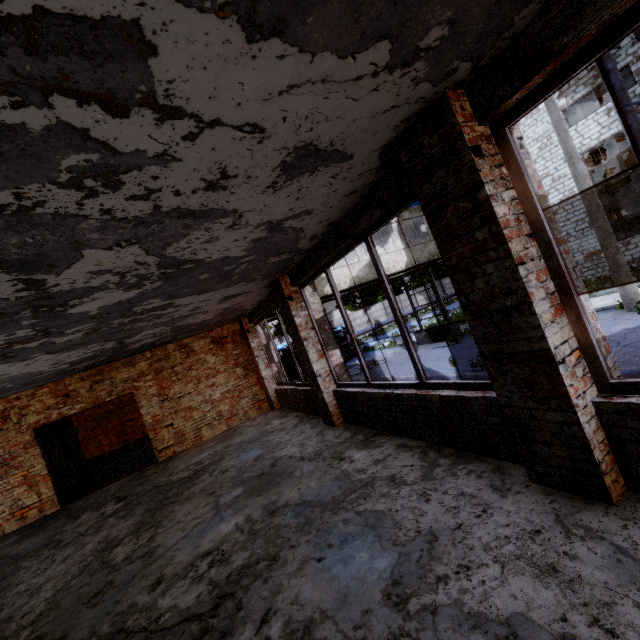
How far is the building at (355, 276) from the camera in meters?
14.9 m

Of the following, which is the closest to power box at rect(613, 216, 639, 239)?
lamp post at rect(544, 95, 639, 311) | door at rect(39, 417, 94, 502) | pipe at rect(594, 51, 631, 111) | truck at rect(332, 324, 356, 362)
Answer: pipe at rect(594, 51, 631, 111)

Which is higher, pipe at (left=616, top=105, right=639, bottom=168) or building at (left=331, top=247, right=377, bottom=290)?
pipe at (left=616, top=105, right=639, bottom=168)

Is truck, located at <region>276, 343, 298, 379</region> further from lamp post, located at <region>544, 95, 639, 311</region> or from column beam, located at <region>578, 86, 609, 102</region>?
column beam, located at <region>578, 86, 609, 102</region>

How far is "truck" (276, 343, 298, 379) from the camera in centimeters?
2053cm

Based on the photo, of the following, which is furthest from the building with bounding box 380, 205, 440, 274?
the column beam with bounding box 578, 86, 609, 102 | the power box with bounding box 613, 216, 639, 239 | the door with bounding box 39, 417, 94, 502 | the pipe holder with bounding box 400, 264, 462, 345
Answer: the door with bounding box 39, 417, 94, 502

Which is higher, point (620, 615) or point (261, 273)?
point (261, 273)
